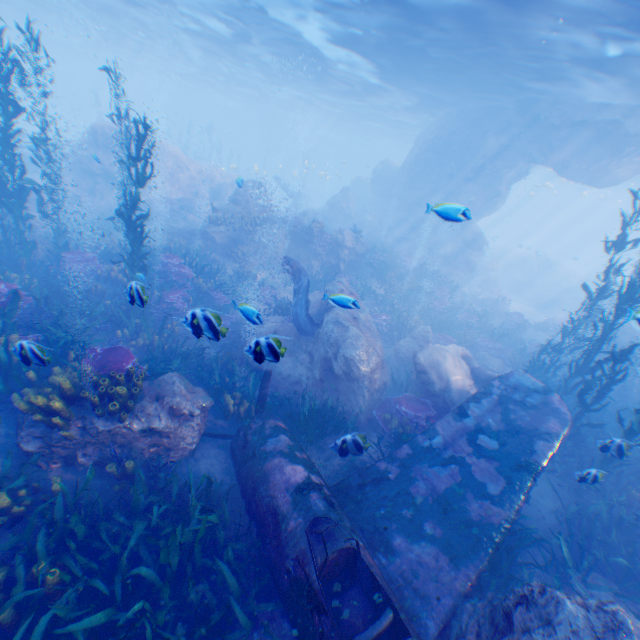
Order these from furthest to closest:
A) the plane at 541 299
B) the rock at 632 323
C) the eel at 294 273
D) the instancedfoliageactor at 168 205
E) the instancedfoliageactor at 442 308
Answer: the plane at 541 299 < the instancedfoliageactor at 168 205 < the eel at 294 273 < the instancedfoliageactor at 442 308 < the rock at 632 323

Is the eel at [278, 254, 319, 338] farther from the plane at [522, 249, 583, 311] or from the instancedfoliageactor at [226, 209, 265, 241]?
the plane at [522, 249, 583, 311]

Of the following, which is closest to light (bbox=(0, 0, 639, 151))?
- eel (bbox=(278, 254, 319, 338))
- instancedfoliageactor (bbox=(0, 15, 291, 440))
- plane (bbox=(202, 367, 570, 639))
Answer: instancedfoliageactor (bbox=(0, 15, 291, 440))

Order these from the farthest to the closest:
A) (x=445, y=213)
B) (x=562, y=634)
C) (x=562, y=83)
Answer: (x=562, y=83), (x=445, y=213), (x=562, y=634)

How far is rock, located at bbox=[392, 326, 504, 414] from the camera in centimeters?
930cm

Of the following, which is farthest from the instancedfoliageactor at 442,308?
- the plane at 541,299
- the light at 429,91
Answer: the plane at 541,299

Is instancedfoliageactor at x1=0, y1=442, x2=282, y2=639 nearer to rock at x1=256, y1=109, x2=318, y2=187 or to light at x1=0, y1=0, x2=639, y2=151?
rock at x1=256, y1=109, x2=318, y2=187

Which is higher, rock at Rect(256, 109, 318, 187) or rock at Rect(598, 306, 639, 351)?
rock at Rect(256, 109, 318, 187)
